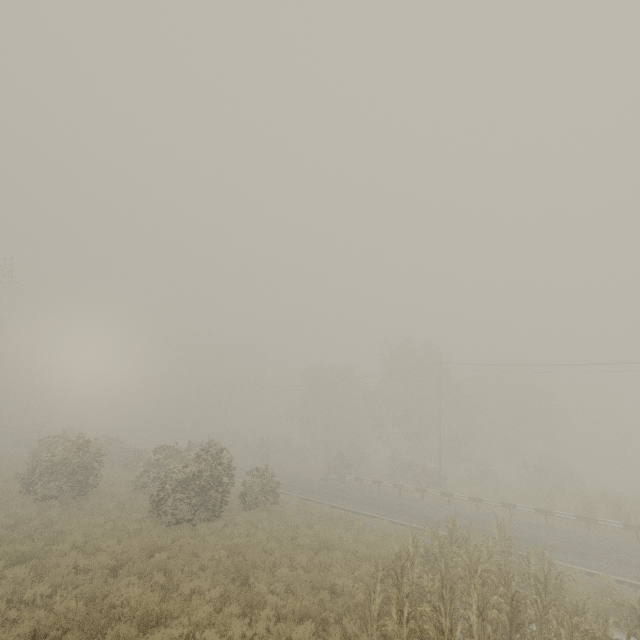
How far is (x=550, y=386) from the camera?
45.9m

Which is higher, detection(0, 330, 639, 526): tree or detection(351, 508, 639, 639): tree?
detection(0, 330, 639, 526): tree

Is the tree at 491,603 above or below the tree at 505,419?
below

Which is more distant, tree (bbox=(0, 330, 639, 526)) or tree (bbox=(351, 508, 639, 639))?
tree (bbox=(0, 330, 639, 526))

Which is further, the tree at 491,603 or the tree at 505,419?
the tree at 505,419
